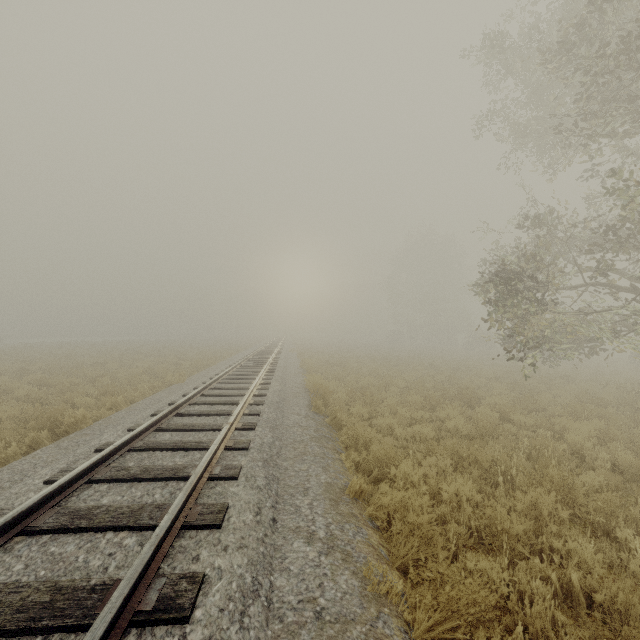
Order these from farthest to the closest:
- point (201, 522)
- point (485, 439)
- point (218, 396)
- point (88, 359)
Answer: point (88, 359), point (218, 396), point (485, 439), point (201, 522)
